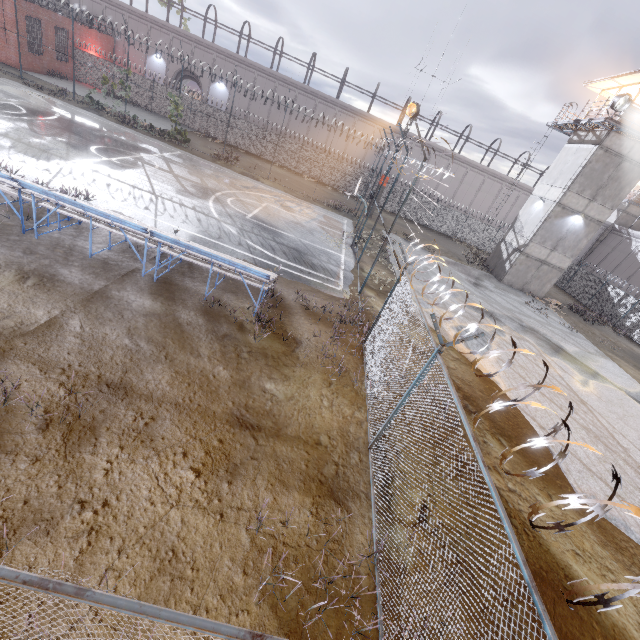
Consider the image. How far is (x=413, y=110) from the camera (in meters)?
25.14

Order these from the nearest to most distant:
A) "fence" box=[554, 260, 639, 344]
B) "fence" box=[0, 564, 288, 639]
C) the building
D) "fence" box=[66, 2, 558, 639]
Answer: "fence" box=[0, 564, 288, 639], "fence" box=[66, 2, 558, 639], the building, "fence" box=[554, 260, 639, 344]

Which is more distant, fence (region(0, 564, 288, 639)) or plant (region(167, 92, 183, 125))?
plant (region(167, 92, 183, 125))

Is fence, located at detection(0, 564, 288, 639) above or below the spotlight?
below

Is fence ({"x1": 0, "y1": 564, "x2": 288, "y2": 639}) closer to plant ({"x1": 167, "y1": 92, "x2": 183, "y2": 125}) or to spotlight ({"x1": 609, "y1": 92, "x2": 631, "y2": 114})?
plant ({"x1": 167, "y1": 92, "x2": 183, "y2": 125})

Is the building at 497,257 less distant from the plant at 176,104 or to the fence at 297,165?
the fence at 297,165

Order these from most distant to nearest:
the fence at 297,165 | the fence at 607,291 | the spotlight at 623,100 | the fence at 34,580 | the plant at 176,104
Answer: the fence at 607,291
the plant at 176,104
the spotlight at 623,100
the fence at 297,165
the fence at 34,580

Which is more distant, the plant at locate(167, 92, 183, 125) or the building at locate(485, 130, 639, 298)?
the plant at locate(167, 92, 183, 125)
